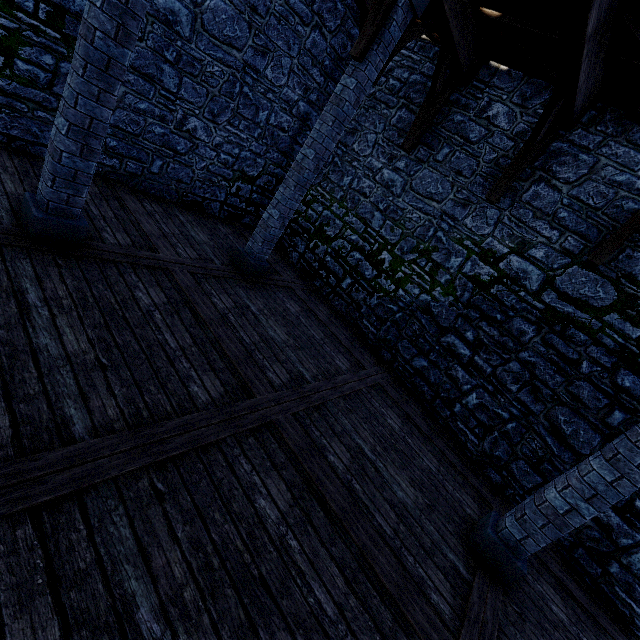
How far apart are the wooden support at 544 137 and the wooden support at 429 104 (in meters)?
2.04

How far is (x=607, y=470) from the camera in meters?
3.4 m

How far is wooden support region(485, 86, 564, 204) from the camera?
5.0 meters

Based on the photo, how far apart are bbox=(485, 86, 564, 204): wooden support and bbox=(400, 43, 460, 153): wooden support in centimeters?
204cm

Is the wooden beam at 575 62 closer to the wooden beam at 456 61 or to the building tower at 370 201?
the building tower at 370 201

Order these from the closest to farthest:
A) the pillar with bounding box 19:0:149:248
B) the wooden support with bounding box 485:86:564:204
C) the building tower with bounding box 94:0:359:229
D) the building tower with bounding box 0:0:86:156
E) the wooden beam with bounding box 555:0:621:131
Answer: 1. the pillar with bounding box 19:0:149:248
2. the wooden beam with bounding box 555:0:621:131
3. the building tower with bounding box 0:0:86:156
4. the wooden support with bounding box 485:86:564:204
5. the building tower with bounding box 94:0:359:229

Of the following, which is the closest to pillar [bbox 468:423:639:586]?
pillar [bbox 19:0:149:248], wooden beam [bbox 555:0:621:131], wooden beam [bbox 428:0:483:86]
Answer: wooden beam [bbox 555:0:621:131]

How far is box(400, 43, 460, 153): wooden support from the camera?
5.97m
